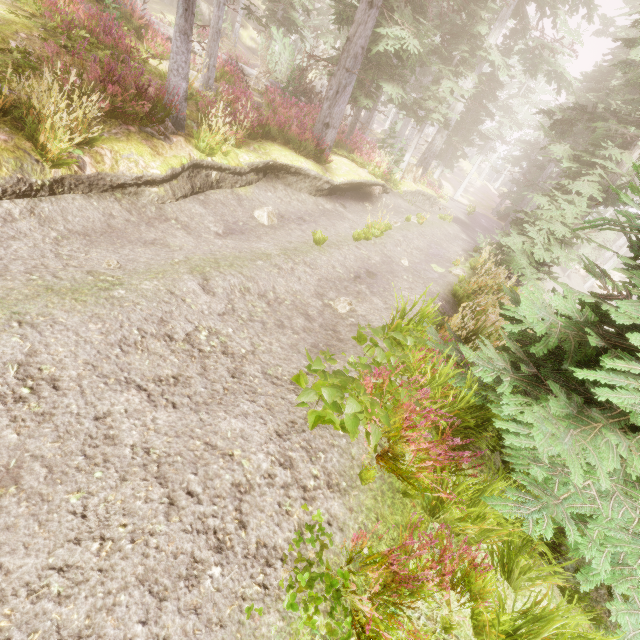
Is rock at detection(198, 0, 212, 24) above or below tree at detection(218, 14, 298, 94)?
above

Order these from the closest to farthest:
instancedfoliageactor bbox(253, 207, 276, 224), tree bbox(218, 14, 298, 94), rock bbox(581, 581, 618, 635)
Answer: rock bbox(581, 581, 618, 635) < instancedfoliageactor bbox(253, 207, 276, 224) < tree bbox(218, 14, 298, 94)

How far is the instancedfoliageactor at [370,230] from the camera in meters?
10.0

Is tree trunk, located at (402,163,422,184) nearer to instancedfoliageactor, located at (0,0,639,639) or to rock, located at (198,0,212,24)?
instancedfoliageactor, located at (0,0,639,639)

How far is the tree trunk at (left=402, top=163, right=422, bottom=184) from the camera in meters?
20.3

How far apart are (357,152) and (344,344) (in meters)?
12.32

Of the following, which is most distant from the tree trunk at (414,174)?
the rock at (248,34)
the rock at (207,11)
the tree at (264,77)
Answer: the rock at (248,34)

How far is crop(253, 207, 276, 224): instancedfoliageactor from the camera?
9.0m
